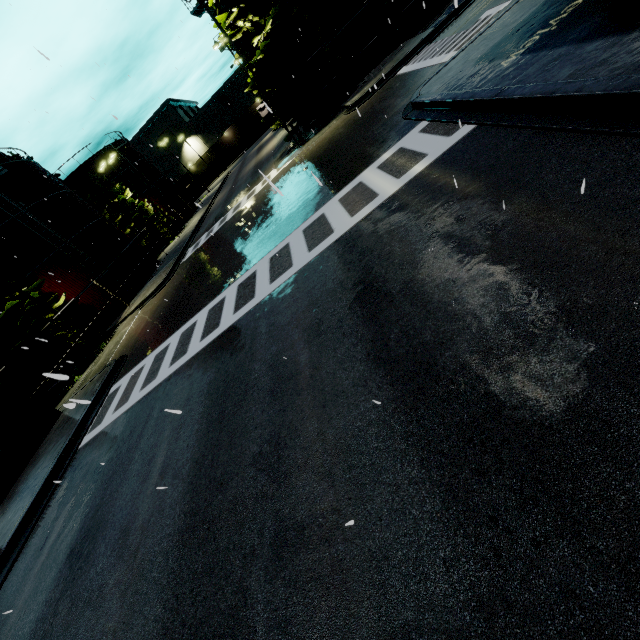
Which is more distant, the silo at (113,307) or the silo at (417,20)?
the silo at (113,307)

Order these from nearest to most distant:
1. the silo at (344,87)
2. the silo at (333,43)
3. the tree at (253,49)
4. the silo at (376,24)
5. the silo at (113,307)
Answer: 1. the tree at (253,49)
2. the silo at (376,24)
3. the silo at (333,43)
4. the silo at (344,87)
5. the silo at (113,307)

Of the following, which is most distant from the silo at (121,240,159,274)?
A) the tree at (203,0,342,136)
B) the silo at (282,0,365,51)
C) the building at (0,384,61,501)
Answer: the tree at (203,0,342,136)

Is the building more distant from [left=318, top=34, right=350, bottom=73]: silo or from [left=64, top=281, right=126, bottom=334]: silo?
[left=64, top=281, right=126, bottom=334]: silo

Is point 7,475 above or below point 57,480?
above

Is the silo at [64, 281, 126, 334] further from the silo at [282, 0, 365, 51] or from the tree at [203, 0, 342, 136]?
the tree at [203, 0, 342, 136]

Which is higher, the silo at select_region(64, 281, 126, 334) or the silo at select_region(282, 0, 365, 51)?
the silo at select_region(282, 0, 365, 51)
